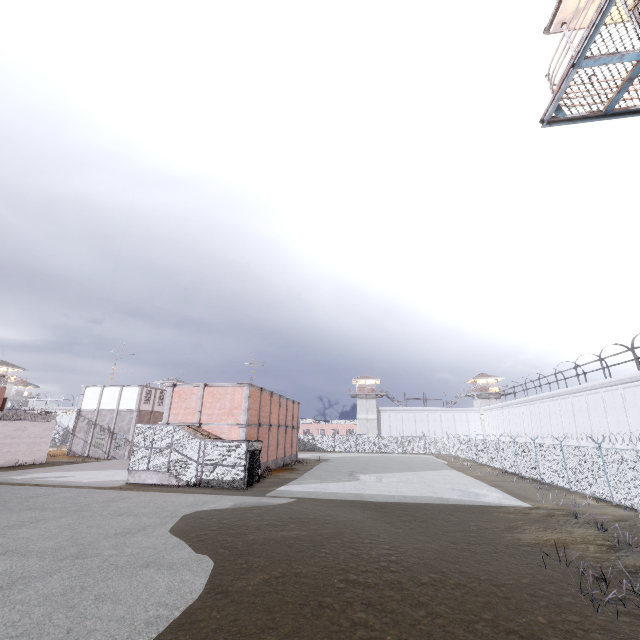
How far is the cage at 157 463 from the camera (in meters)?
21.06

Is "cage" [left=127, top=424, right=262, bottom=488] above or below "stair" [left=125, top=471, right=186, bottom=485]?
above

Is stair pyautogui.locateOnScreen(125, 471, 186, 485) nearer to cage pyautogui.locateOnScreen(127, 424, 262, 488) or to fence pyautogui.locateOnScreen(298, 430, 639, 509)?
cage pyautogui.locateOnScreen(127, 424, 262, 488)

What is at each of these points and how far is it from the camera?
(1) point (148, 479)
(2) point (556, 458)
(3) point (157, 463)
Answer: (1) stair, 21.7 meters
(2) fence, 22.5 meters
(3) cage, 22.0 meters

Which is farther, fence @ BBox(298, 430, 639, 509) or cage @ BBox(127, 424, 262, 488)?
cage @ BBox(127, 424, 262, 488)

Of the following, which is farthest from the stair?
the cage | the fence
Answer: the fence

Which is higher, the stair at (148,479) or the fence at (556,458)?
the fence at (556,458)

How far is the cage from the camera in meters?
21.1 m
